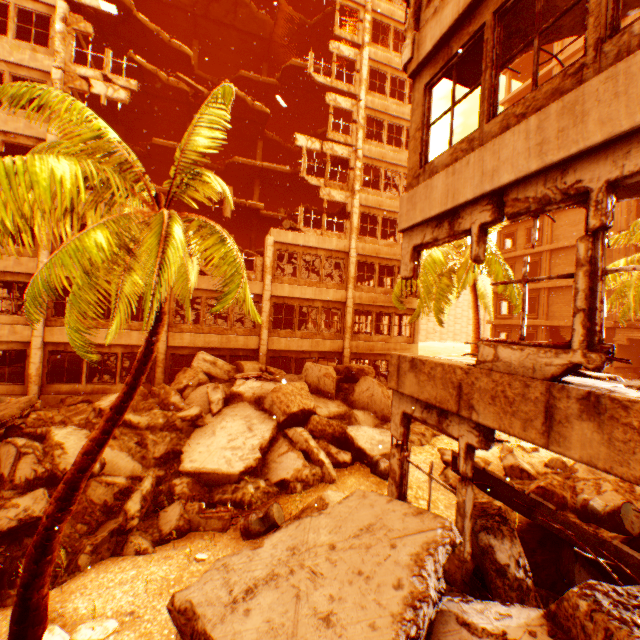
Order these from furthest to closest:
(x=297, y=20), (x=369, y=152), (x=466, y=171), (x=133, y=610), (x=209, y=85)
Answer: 1. (x=209, y=85)
2. (x=297, y=20)
3. (x=369, y=152)
4. (x=133, y=610)
5. (x=466, y=171)

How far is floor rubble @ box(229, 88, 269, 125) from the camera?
20.1 meters

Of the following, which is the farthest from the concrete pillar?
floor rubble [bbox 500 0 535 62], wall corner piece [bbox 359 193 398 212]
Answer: floor rubble [bbox 500 0 535 62]

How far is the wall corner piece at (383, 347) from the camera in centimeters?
1948cm

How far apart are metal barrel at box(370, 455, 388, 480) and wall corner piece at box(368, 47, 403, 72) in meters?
22.4

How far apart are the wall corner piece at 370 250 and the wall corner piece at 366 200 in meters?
2.2 m

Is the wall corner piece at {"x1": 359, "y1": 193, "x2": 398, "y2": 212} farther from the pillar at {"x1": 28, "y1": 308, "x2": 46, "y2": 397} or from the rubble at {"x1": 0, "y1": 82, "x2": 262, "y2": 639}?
the pillar at {"x1": 28, "y1": 308, "x2": 46, "y2": 397}
